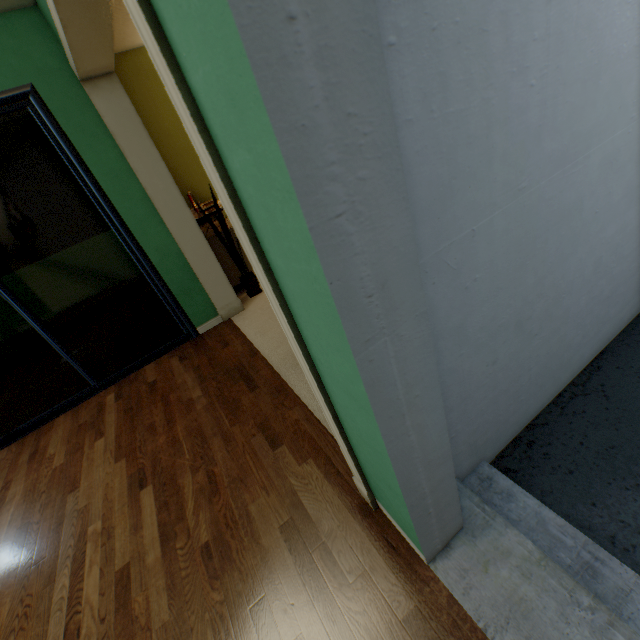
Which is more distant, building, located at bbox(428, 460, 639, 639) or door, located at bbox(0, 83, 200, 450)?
door, located at bbox(0, 83, 200, 450)

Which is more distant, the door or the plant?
the plant

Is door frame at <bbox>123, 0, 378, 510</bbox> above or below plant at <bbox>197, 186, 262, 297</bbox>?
above

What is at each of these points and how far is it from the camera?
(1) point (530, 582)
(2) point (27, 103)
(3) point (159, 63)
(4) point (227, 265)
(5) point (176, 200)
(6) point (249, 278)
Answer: (1) building, 1.1 meters
(2) door, 2.1 meters
(3) door frame, 0.6 meters
(4) dresser, 3.6 meters
(5) door frame, 2.7 meters
(6) plant, 3.4 meters

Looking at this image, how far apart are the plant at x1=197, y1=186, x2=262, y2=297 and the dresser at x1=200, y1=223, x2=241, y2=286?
0.1m

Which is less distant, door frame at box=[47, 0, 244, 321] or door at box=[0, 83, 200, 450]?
door frame at box=[47, 0, 244, 321]

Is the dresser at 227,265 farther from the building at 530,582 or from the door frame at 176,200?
the building at 530,582

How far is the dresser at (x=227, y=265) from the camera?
3.4m
